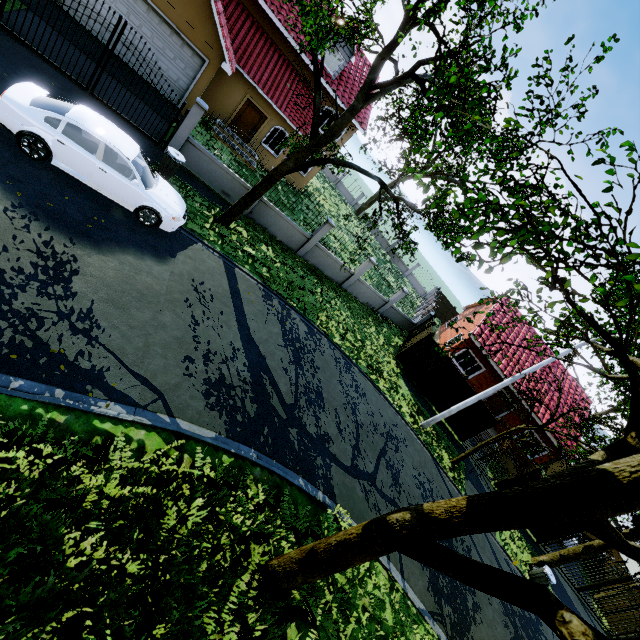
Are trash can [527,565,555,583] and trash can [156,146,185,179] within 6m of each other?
no

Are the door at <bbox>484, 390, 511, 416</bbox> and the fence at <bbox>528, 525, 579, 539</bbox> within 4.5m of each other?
no

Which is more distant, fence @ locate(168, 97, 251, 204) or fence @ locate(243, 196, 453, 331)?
fence @ locate(243, 196, 453, 331)

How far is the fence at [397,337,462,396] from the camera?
17.9m

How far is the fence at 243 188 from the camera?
12.2 meters

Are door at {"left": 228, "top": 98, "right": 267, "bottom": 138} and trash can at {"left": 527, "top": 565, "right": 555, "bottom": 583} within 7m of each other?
no

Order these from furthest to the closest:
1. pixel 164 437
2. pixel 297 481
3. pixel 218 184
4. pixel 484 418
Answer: pixel 484 418 < pixel 218 184 < pixel 297 481 < pixel 164 437

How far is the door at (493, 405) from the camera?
22.4 meters
